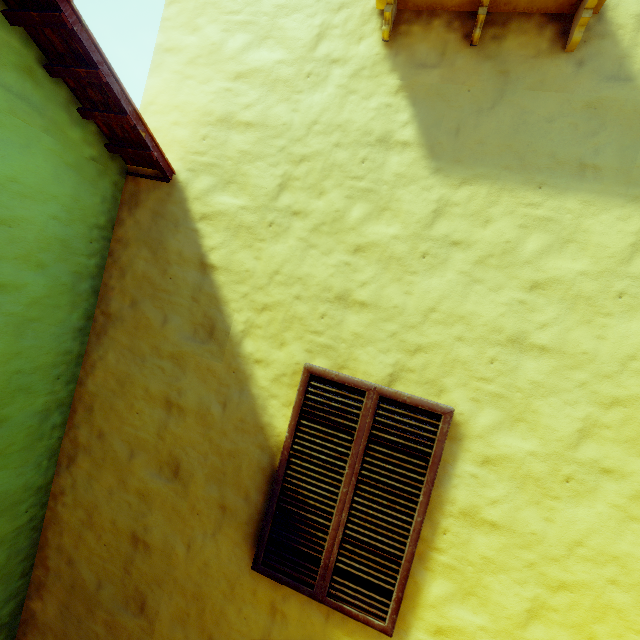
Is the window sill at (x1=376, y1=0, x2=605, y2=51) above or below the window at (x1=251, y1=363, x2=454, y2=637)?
above

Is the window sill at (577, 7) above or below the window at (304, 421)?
above

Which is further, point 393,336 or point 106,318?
point 106,318
